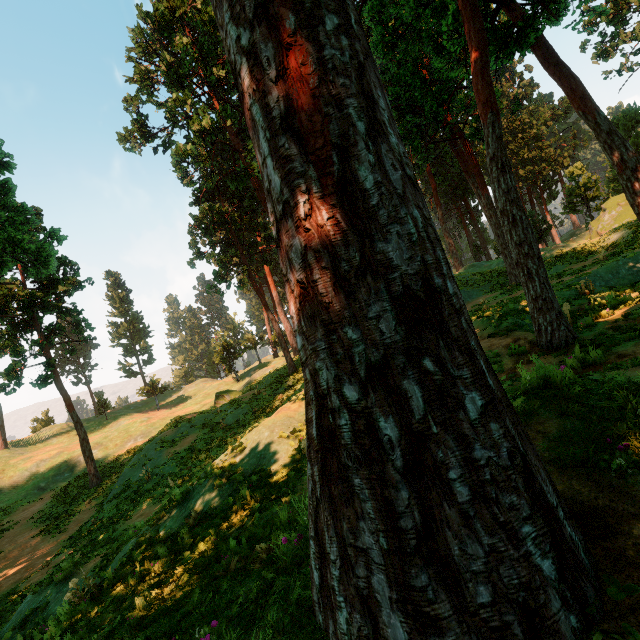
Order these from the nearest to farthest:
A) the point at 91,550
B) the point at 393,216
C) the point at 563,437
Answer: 1. the point at 393,216
2. the point at 563,437
3. the point at 91,550

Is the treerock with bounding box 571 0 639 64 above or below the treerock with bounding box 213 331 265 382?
above

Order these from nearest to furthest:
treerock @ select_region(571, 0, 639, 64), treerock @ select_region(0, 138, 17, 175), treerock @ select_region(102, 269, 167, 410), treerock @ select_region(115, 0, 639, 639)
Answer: treerock @ select_region(115, 0, 639, 639) < treerock @ select_region(571, 0, 639, 64) < treerock @ select_region(0, 138, 17, 175) < treerock @ select_region(102, 269, 167, 410)

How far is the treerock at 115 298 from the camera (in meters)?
48.16

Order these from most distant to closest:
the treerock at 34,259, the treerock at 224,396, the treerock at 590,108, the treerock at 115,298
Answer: the treerock at 115,298 < the treerock at 224,396 < the treerock at 34,259 < the treerock at 590,108

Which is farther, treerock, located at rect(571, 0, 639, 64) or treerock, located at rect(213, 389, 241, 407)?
treerock, located at rect(213, 389, 241, 407)
